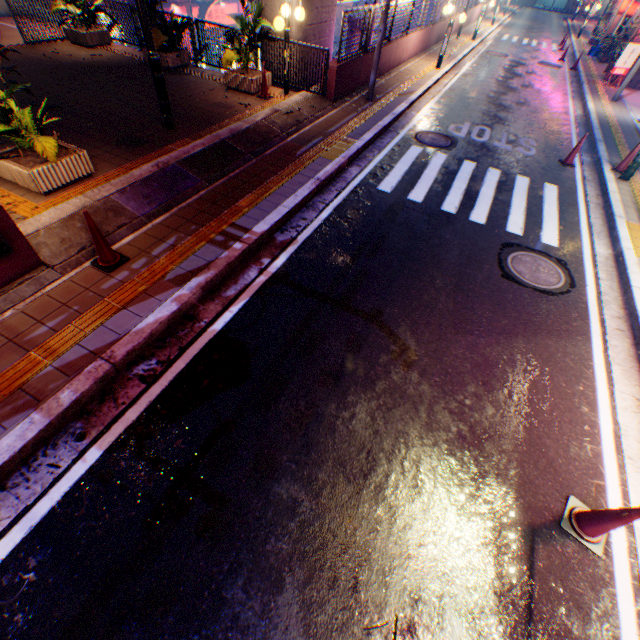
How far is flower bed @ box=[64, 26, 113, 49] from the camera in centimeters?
1116cm

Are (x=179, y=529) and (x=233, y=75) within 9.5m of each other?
no

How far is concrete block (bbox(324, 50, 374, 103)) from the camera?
9.95m

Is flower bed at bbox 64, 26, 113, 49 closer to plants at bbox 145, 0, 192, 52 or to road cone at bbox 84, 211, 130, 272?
plants at bbox 145, 0, 192, 52

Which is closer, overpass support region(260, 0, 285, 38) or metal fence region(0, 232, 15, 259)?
metal fence region(0, 232, 15, 259)

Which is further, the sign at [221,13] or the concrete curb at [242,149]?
the sign at [221,13]

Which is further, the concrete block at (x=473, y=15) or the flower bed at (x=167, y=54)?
the concrete block at (x=473, y=15)

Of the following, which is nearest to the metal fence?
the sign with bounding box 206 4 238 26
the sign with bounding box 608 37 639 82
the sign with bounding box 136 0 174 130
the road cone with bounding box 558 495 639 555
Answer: the sign with bounding box 206 4 238 26
